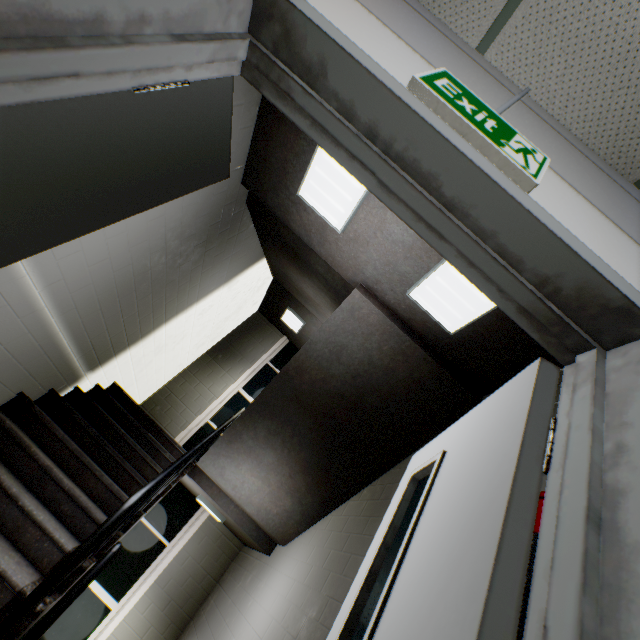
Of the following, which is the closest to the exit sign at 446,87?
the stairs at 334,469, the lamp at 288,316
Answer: the stairs at 334,469

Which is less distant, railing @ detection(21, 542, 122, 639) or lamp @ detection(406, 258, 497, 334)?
railing @ detection(21, 542, 122, 639)

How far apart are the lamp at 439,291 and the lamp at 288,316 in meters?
4.2

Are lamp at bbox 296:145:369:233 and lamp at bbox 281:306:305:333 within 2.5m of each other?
no

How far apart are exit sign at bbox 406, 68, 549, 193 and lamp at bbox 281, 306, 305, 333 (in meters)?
5.83

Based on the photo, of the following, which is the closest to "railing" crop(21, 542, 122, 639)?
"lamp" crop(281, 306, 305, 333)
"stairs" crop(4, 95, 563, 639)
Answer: "stairs" crop(4, 95, 563, 639)

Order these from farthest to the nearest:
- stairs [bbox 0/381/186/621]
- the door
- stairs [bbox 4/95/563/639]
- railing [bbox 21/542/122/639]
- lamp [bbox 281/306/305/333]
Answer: lamp [bbox 281/306/305/333] → stairs [bbox 4/95/563/639] → stairs [bbox 0/381/186/621] → railing [bbox 21/542/122/639] → the door

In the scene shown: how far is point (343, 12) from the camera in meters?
1.1
